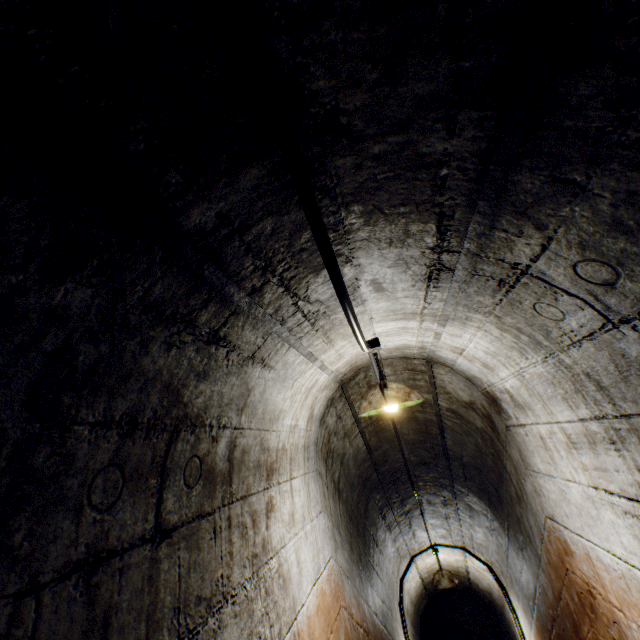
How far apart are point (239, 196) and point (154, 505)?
1.0m

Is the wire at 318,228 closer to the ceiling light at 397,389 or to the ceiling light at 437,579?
the ceiling light at 397,389

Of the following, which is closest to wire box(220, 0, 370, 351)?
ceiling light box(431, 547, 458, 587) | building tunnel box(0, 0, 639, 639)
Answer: building tunnel box(0, 0, 639, 639)

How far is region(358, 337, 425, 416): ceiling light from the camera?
2.05m

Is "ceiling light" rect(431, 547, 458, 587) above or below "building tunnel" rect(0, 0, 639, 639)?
below

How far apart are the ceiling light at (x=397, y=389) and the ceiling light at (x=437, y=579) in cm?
464

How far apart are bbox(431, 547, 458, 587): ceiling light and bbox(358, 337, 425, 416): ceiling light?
4.6m

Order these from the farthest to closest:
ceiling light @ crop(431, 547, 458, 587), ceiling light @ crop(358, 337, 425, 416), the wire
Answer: ceiling light @ crop(431, 547, 458, 587) < ceiling light @ crop(358, 337, 425, 416) < the wire
